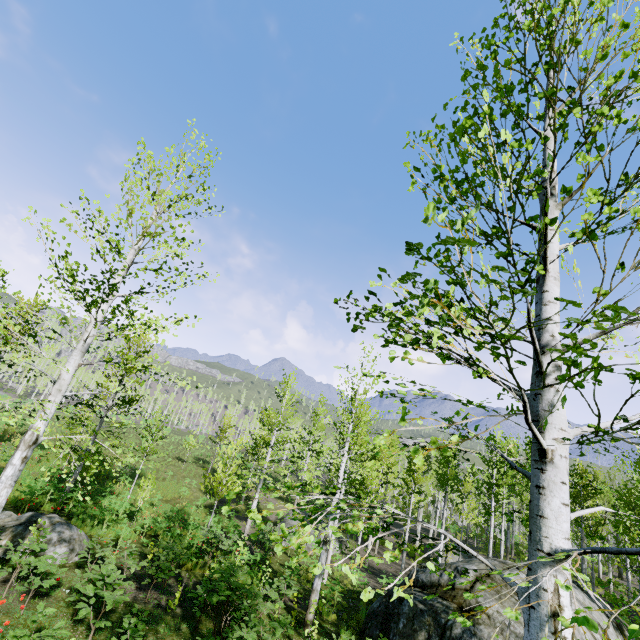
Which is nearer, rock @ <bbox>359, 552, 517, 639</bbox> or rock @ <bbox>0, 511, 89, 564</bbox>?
rock @ <bbox>0, 511, 89, 564</bbox>

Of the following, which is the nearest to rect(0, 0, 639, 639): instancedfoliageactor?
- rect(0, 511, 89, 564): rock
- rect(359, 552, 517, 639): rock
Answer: rect(359, 552, 517, 639): rock

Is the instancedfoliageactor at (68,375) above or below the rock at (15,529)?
above

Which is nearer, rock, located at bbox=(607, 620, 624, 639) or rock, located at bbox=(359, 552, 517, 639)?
rock, located at bbox=(359, 552, 517, 639)

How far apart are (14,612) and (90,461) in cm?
841

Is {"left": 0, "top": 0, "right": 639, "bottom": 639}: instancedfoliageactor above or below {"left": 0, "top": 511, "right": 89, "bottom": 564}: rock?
above

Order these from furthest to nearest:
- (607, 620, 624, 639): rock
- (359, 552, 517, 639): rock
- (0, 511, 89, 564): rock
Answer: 1. (607, 620, 624, 639): rock
2. (359, 552, 517, 639): rock
3. (0, 511, 89, 564): rock

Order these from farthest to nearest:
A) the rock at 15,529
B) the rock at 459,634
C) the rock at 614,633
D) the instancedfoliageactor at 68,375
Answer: the rock at 614,633
the rock at 459,634
the rock at 15,529
the instancedfoliageactor at 68,375
